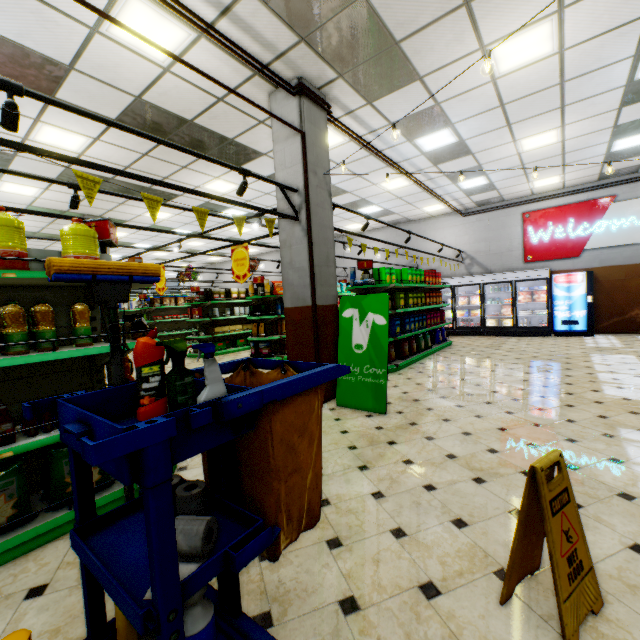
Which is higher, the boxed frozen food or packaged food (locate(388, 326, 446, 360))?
the boxed frozen food

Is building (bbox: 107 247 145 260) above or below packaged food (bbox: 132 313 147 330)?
above

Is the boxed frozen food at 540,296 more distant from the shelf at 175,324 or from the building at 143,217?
the shelf at 175,324

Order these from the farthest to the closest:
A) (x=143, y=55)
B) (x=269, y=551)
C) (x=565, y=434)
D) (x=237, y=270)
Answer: (x=237, y=270), (x=143, y=55), (x=565, y=434), (x=269, y=551)

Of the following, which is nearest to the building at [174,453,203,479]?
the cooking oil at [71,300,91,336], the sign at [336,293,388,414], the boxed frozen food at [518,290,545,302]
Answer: the sign at [336,293,388,414]

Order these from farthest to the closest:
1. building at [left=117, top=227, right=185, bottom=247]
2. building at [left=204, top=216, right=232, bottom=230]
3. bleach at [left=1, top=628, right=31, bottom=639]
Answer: building at [left=117, top=227, right=185, bottom=247], building at [left=204, top=216, right=232, bottom=230], bleach at [left=1, top=628, right=31, bottom=639]

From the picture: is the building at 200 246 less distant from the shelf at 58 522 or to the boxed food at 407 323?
the shelf at 58 522

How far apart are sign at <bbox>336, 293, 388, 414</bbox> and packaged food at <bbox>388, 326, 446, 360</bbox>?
3.63m
